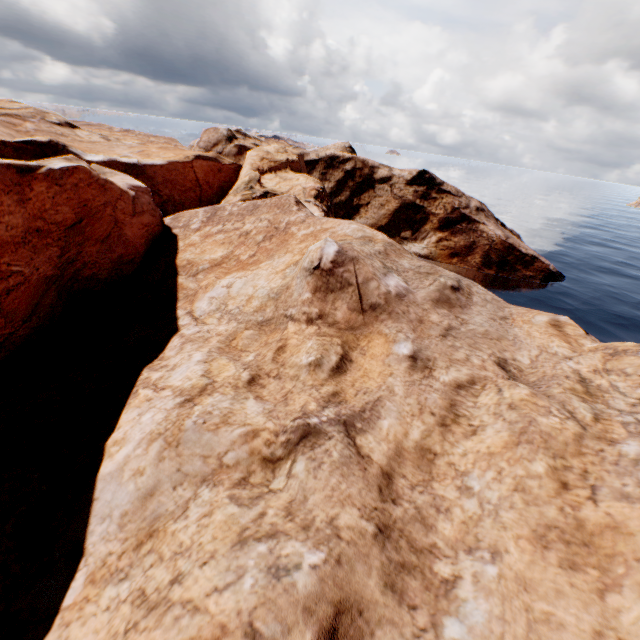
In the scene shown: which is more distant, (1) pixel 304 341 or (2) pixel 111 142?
(2) pixel 111 142
